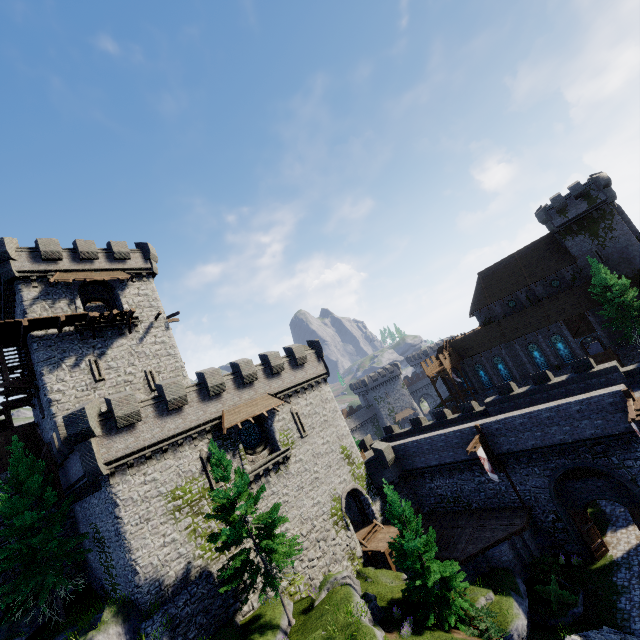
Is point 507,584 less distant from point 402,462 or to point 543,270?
point 402,462

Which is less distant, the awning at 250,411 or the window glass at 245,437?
the awning at 250,411

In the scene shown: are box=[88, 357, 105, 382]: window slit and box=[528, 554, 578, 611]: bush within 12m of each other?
no

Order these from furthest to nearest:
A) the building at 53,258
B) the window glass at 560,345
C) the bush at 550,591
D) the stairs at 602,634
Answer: the window glass at 560,345, the building at 53,258, the bush at 550,591, the stairs at 602,634

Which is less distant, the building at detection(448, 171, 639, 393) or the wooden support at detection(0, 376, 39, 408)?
the wooden support at detection(0, 376, 39, 408)

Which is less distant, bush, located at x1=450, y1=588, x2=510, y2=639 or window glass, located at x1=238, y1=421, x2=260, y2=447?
bush, located at x1=450, y1=588, x2=510, y2=639

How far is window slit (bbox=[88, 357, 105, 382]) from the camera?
24.44m

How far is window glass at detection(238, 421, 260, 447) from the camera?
25.0m
